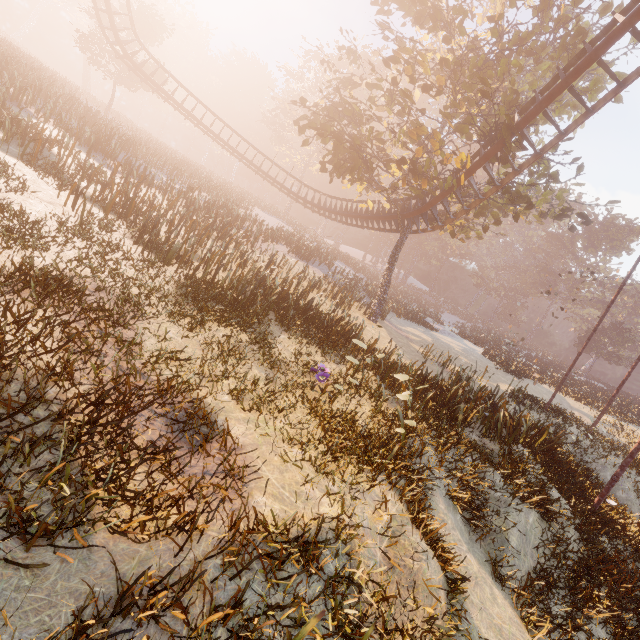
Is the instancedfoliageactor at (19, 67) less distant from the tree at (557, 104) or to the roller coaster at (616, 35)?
the tree at (557, 104)

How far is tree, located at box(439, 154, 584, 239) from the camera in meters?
14.3

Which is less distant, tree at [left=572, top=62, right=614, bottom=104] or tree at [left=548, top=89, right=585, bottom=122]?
tree at [left=572, top=62, right=614, bottom=104]

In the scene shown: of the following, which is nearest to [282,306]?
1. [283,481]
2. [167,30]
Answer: [283,481]

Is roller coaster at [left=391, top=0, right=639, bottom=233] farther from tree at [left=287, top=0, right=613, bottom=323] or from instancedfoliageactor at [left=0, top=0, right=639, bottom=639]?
instancedfoliageactor at [left=0, top=0, right=639, bottom=639]
